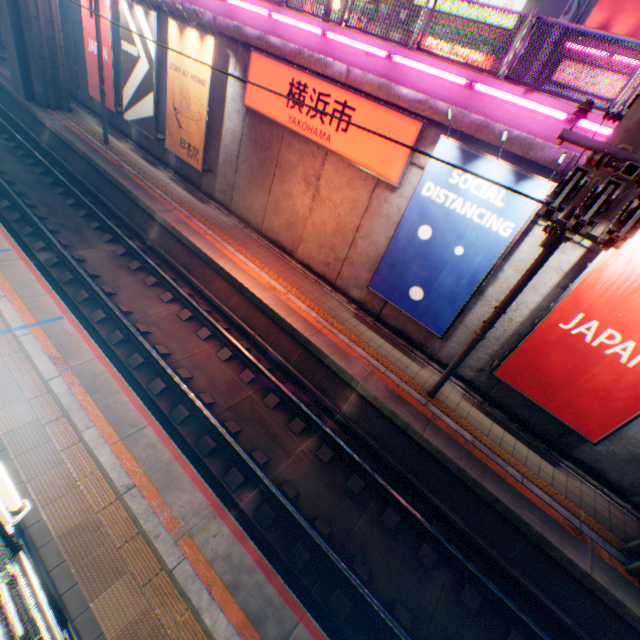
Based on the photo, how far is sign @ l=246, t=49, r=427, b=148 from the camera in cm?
843

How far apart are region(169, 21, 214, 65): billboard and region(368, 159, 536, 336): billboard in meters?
8.7

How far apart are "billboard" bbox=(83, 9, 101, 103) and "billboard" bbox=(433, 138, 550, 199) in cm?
1580

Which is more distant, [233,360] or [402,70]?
[233,360]

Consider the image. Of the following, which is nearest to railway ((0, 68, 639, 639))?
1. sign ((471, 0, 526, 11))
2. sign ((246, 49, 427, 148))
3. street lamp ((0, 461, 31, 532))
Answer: street lamp ((0, 461, 31, 532))

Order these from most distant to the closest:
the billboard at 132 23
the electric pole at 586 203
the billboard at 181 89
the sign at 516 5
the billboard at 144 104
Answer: the sign at 516 5, the billboard at 144 104, the billboard at 132 23, the billboard at 181 89, the electric pole at 586 203

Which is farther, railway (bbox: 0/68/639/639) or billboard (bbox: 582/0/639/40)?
billboard (bbox: 582/0/639/40)

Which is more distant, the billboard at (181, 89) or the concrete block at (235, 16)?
the billboard at (181, 89)
